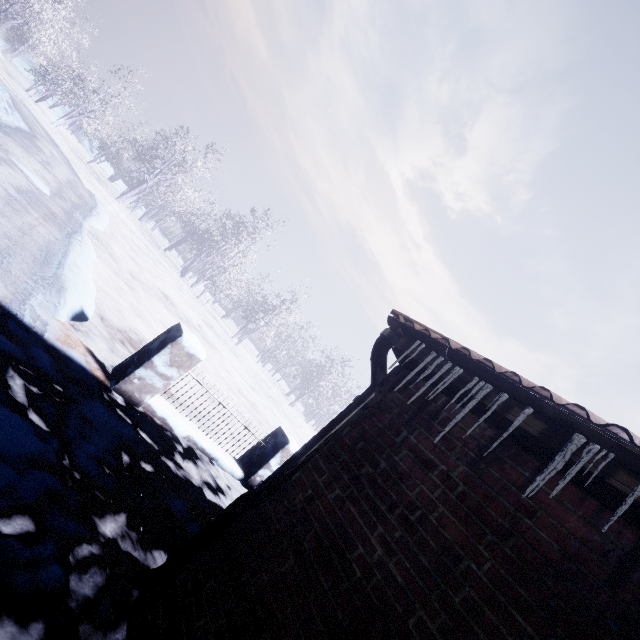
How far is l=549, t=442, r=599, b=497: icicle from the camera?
1.1m

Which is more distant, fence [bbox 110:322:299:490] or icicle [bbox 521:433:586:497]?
fence [bbox 110:322:299:490]

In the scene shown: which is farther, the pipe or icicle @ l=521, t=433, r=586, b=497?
the pipe

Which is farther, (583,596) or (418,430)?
(418,430)

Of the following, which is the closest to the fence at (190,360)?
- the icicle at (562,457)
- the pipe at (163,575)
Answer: the pipe at (163,575)

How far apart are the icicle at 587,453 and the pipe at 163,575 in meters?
1.0

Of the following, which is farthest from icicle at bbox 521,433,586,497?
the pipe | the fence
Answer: the fence

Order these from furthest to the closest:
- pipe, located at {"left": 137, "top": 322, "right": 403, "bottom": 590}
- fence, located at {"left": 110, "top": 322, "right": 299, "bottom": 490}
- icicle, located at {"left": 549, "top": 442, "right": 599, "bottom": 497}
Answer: fence, located at {"left": 110, "top": 322, "right": 299, "bottom": 490}
pipe, located at {"left": 137, "top": 322, "right": 403, "bottom": 590}
icicle, located at {"left": 549, "top": 442, "right": 599, "bottom": 497}
